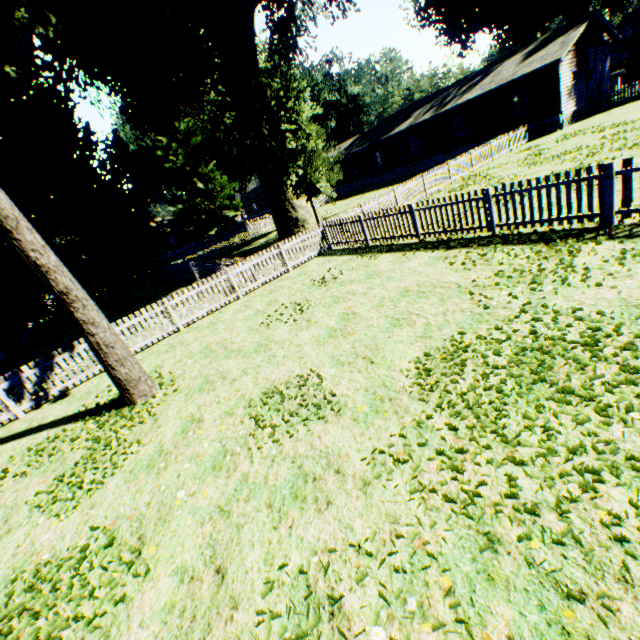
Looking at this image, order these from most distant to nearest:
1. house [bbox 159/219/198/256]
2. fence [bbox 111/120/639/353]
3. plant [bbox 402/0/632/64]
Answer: house [bbox 159/219/198/256] → plant [bbox 402/0/632/64] → fence [bbox 111/120/639/353]

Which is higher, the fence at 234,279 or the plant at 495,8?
the plant at 495,8

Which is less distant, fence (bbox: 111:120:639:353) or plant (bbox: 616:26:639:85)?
fence (bbox: 111:120:639:353)

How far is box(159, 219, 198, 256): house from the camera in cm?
5669

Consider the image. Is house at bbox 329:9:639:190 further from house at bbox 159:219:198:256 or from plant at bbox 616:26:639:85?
house at bbox 159:219:198:256

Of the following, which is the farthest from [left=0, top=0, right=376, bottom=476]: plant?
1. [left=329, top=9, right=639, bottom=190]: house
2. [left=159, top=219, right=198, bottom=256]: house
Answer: [left=159, top=219, right=198, bottom=256]: house

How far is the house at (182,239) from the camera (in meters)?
56.69

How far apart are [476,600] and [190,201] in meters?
48.9 m
